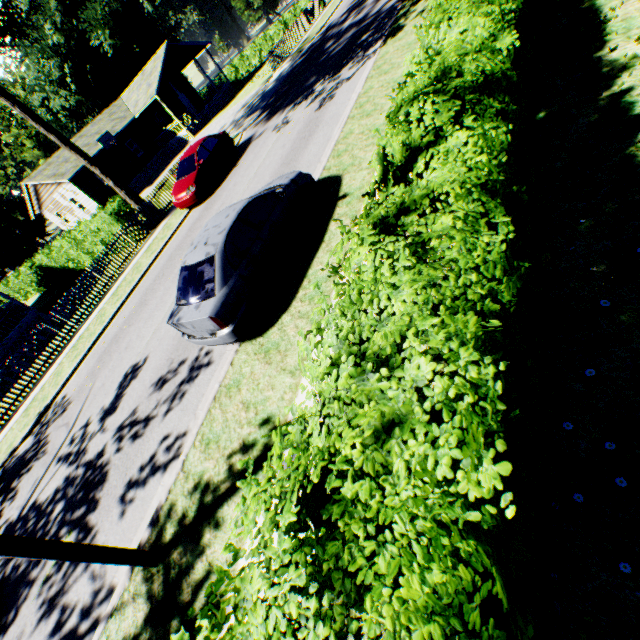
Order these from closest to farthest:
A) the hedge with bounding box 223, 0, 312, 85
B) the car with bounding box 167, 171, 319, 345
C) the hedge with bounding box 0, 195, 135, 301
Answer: the car with bounding box 167, 171, 319, 345
the hedge with bounding box 0, 195, 135, 301
the hedge with bounding box 223, 0, 312, 85

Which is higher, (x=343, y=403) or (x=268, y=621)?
(x=268, y=621)

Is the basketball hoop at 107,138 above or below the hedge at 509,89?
above

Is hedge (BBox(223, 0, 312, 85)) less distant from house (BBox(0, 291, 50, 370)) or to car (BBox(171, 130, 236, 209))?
car (BBox(171, 130, 236, 209))

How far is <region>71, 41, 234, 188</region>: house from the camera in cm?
3078

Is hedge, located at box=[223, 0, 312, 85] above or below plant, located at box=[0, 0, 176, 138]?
below

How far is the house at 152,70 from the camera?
30.8 meters

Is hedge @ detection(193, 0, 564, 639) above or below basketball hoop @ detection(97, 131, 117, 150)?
below
